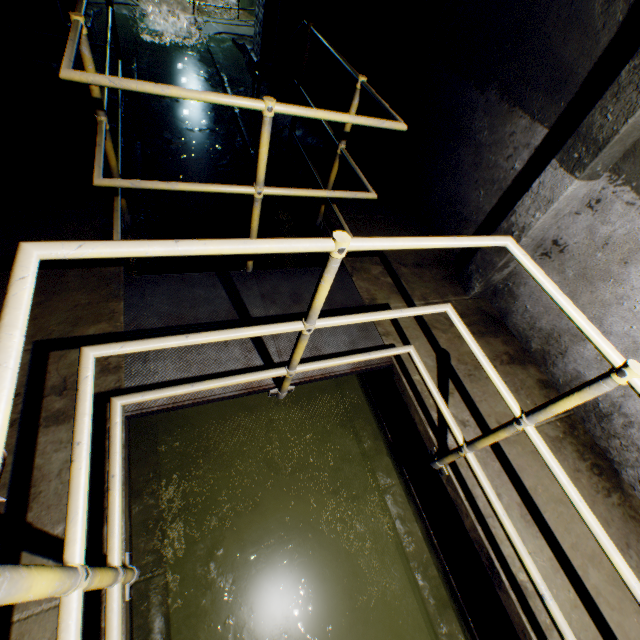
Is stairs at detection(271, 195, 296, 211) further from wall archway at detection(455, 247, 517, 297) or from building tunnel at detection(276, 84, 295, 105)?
wall archway at detection(455, 247, 517, 297)

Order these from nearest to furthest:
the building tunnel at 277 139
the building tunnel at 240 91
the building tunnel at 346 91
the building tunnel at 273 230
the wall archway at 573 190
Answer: the wall archway at 573 190, the building tunnel at 273 230, the building tunnel at 346 91, the building tunnel at 277 139, the building tunnel at 240 91

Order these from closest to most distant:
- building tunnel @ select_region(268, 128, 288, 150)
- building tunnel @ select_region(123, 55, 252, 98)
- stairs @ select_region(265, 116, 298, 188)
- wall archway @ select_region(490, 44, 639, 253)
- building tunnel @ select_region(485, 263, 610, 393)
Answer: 1. wall archway @ select_region(490, 44, 639, 253)
2. building tunnel @ select_region(485, 263, 610, 393)
3. stairs @ select_region(265, 116, 298, 188)
4. building tunnel @ select_region(268, 128, 288, 150)
5. building tunnel @ select_region(123, 55, 252, 98)

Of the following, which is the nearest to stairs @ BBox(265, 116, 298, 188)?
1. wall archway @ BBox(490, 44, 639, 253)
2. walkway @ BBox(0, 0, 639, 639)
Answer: walkway @ BBox(0, 0, 639, 639)

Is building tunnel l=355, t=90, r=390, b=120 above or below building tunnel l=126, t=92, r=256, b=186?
above

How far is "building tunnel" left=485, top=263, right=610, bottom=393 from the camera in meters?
2.5 m

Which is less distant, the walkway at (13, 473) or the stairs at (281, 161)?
the walkway at (13, 473)

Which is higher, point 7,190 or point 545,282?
point 545,282
